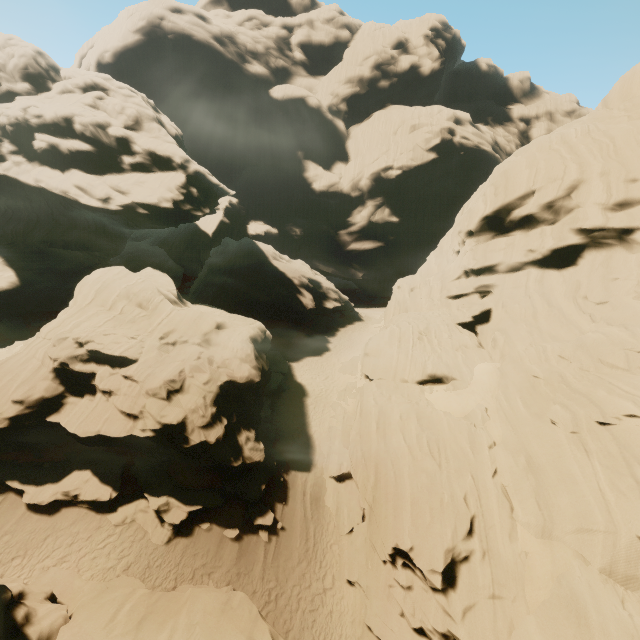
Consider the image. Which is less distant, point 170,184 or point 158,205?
point 158,205

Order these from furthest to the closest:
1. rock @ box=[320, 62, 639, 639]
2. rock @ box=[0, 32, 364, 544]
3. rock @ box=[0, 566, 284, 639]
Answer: rock @ box=[0, 32, 364, 544] < rock @ box=[320, 62, 639, 639] < rock @ box=[0, 566, 284, 639]

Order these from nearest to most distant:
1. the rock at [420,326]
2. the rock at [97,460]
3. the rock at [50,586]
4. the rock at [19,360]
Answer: the rock at [50,586]
the rock at [420,326]
the rock at [97,460]
the rock at [19,360]

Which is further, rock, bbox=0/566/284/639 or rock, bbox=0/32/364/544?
rock, bbox=0/32/364/544

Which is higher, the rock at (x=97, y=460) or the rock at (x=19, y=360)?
the rock at (x=19, y=360)
